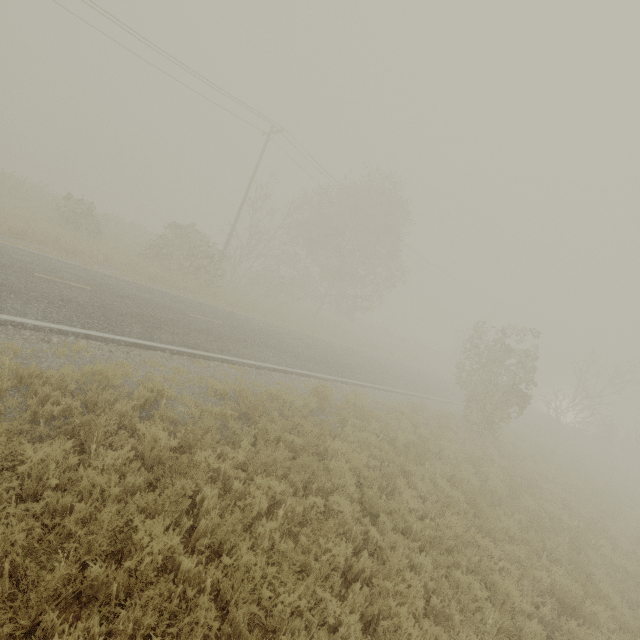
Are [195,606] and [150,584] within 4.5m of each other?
yes
